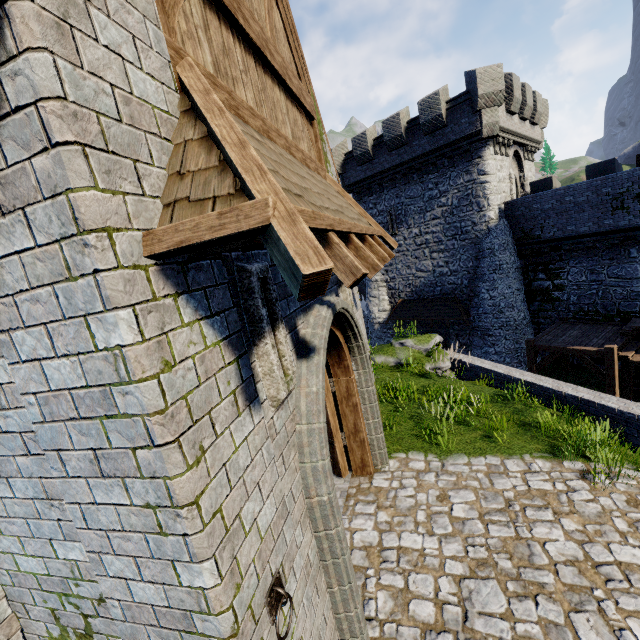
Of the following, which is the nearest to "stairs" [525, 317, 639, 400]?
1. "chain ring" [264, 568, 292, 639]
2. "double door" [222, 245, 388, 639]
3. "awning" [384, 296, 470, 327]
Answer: "awning" [384, 296, 470, 327]

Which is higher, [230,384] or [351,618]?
[230,384]

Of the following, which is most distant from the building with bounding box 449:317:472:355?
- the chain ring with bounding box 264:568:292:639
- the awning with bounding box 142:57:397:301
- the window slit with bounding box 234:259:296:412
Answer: the chain ring with bounding box 264:568:292:639

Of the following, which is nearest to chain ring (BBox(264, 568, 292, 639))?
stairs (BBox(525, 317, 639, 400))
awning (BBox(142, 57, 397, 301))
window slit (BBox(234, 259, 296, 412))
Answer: window slit (BBox(234, 259, 296, 412))

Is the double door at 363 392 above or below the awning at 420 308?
above

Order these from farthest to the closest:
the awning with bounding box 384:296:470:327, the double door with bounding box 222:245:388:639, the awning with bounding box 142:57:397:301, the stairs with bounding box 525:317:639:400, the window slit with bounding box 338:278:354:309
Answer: the awning with bounding box 384:296:470:327, the stairs with bounding box 525:317:639:400, the window slit with bounding box 338:278:354:309, the double door with bounding box 222:245:388:639, the awning with bounding box 142:57:397:301

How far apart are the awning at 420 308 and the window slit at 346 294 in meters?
15.6 m

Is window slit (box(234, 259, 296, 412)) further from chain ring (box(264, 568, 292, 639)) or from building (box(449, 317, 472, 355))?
building (box(449, 317, 472, 355))
